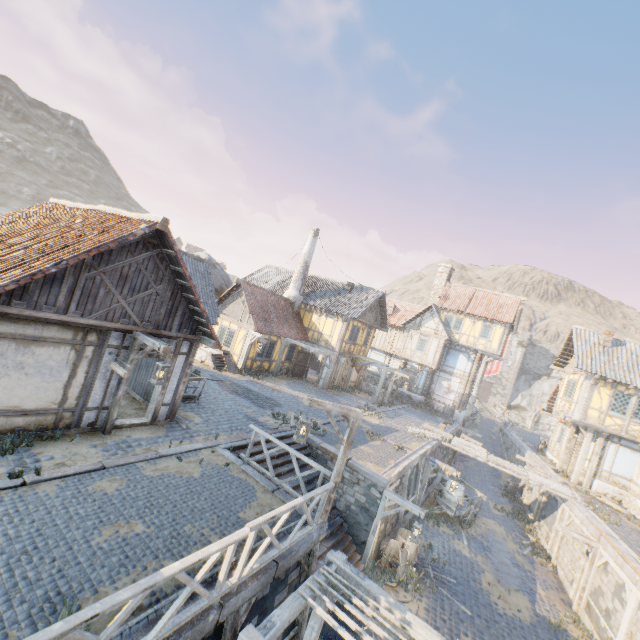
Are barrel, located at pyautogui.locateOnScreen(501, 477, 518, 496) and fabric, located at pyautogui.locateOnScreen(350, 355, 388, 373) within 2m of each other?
no

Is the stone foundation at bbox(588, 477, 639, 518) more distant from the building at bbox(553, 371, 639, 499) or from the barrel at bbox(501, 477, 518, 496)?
the barrel at bbox(501, 477, 518, 496)

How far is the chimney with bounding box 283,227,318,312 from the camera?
26.3 meters

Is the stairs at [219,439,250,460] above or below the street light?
below

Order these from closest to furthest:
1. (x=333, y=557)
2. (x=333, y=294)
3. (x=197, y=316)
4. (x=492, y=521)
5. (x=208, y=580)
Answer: (x=208, y=580) < (x=333, y=557) < (x=197, y=316) < (x=492, y=521) < (x=333, y=294)

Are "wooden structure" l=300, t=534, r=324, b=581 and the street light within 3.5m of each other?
yes

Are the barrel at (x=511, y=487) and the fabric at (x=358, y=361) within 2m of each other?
no

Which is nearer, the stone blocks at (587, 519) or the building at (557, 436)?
the stone blocks at (587, 519)
